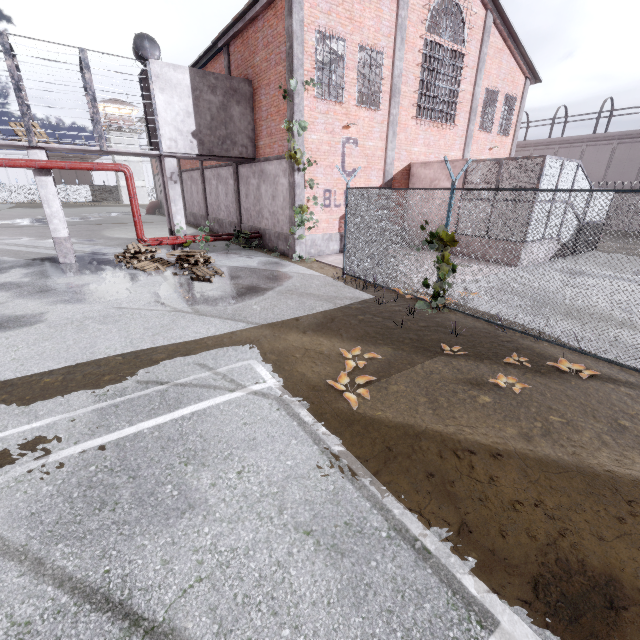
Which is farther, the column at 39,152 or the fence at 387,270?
the column at 39,152

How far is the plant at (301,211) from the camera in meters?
12.9

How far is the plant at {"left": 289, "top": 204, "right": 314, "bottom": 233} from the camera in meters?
12.9

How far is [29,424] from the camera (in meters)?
4.03

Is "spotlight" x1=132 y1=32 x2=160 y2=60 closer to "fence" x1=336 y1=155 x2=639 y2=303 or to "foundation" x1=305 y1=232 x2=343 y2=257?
"foundation" x1=305 y1=232 x2=343 y2=257

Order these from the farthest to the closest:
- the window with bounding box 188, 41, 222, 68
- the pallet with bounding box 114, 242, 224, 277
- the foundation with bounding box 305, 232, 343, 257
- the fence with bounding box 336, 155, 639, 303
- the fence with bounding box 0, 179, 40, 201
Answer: the fence with bounding box 0, 179, 40, 201
the window with bounding box 188, 41, 222, 68
the foundation with bounding box 305, 232, 343, 257
the pallet with bounding box 114, 242, 224, 277
the fence with bounding box 336, 155, 639, 303

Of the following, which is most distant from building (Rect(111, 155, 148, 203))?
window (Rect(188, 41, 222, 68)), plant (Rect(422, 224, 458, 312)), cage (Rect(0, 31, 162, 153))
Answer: plant (Rect(422, 224, 458, 312))

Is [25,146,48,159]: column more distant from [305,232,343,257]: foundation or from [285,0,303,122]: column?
[305,232,343,257]: foundation
